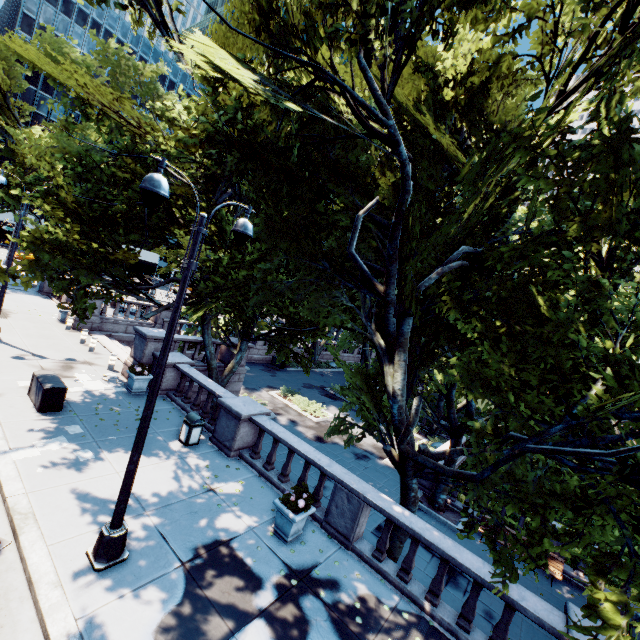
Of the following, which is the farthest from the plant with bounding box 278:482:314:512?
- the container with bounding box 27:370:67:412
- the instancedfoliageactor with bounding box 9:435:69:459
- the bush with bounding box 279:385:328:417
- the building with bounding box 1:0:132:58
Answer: the building with bounding box 1:0:132:58

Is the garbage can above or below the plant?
below

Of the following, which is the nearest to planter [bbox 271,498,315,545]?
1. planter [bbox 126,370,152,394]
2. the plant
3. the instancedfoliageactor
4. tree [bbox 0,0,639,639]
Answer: the plant

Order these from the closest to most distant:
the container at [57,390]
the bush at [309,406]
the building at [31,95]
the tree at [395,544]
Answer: the tree at [395,544], the container at [57,390], the bush at [309,406], the building at [31,95]

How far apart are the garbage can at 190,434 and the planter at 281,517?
4.2m

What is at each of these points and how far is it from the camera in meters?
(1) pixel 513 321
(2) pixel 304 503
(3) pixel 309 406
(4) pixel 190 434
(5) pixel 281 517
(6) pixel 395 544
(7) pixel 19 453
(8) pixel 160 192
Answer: (1) tree, 7.4 m
(2) plant, 8.0 m
(3) bush, 23.1 m
(4) garbage can, 10.9 m
(5) planter, 8.2 m
(6) tree, 9.3 m
(7) instancedfoliageactor, 8.3 m
(8) light, 5.1 m

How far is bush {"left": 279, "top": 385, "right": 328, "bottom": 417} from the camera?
22.3 meters

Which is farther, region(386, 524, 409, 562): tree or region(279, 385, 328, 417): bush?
region(279, 385, 328, 417): bush
